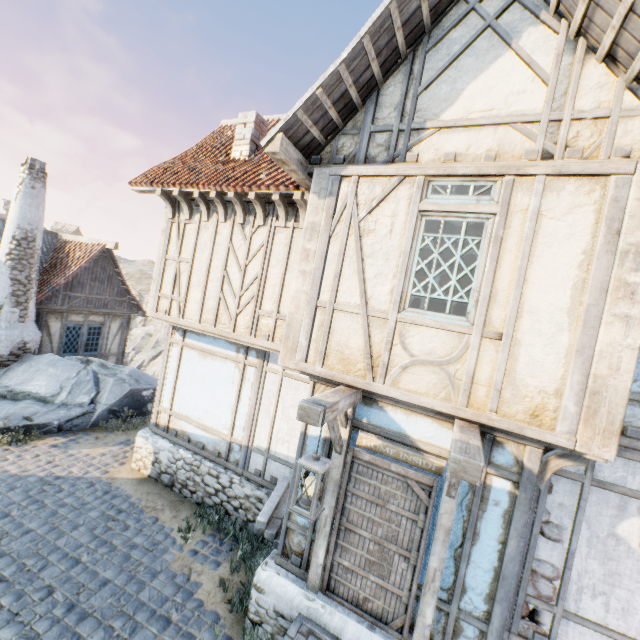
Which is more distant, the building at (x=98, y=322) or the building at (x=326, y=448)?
the building at (x=98, y=322)

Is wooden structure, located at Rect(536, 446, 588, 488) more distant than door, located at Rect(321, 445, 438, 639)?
No

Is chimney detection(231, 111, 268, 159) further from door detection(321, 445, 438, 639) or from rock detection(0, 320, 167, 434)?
rock detection(0, 320, 167, 434)

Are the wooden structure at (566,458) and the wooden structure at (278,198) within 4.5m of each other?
no

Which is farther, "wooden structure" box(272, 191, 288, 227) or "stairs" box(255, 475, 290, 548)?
"wooden structure" box(272, 191, 288, 227)

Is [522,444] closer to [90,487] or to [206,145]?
[90,487]

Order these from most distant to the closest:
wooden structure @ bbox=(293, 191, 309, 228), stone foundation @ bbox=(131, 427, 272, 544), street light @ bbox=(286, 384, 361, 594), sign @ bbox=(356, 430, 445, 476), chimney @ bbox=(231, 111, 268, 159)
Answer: chimney @ bbox=(231, 111, 268, 159), stone foundation @ bbox=(131, 427, 272, 544), wooden structure @ bbox=(293, 191, 309, 228), sign @ bbox=(356, 430, 445, 476), street light @ bbox=(286, 384, 361, 594)

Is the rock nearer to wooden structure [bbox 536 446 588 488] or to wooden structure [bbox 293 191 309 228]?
wooden structure [bbox 293 191 309 228]
